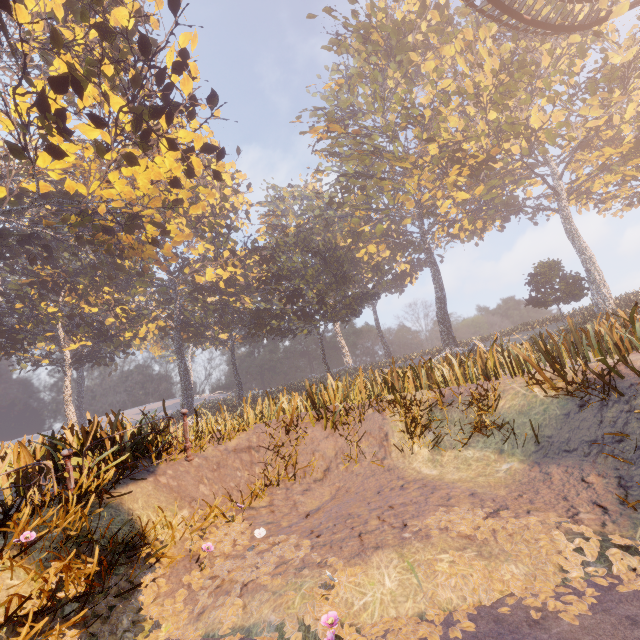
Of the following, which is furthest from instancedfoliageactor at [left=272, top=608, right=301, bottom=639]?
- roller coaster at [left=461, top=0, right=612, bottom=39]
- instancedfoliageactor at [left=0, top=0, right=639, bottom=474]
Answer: roller coaster at [left=461, top=0, right=612, bottom=39]

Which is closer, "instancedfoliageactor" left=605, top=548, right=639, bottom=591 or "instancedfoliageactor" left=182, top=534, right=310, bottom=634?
"instancedfoliageactor" left=605, top=548, right=639, bottom=591

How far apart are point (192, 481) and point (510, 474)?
5.7m

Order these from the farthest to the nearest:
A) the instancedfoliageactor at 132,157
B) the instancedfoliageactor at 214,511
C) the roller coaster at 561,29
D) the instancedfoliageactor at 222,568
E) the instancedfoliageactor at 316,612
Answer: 1. the roller coaster at 561,29
2. the instancedfoliageactor at 132,157
3. the instancedfoliageactor at 214,511
4. the instancedfoliageactor at 222,568
5. the instancedfoliageactor at 316,612

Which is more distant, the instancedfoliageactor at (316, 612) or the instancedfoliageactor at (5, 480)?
the instancedfoliageactor at (5, 480)
